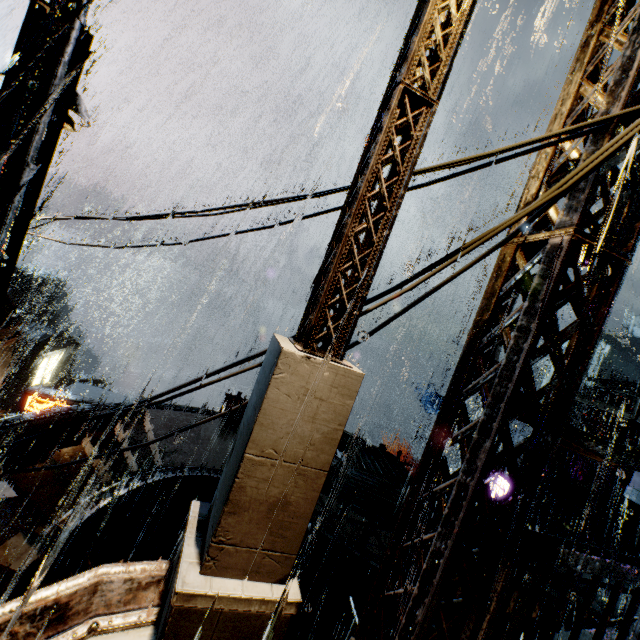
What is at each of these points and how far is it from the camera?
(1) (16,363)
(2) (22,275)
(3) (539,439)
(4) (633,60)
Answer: (1) building, 27.2 meters
(2) rock, 58.7 meters
(3) building, 2.9 meters
(4) building, 2.7 meters

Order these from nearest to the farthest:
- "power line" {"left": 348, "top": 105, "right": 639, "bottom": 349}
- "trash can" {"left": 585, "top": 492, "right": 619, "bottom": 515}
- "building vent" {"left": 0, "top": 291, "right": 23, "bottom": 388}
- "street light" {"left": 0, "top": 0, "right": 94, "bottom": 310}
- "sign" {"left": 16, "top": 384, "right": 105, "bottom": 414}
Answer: "power line" {"left": 348, "top": 105, "right": 639, "bottom": 349} < "street light" {"left": 0, "top": 0, "right": 94, "bottom": 310} < "building vent" {"left": 0, "top": 291, "right": 23, "bottom": 388} < "sign" {"left": 16, "top": 384, "right": 105, "bottom": 414} < "trash can" {"left": 585, "top": 492, "right": 619, "bottom": 515}

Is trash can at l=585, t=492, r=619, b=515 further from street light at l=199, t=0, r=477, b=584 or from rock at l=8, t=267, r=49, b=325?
rock at l=8, t=267, r=49, b=325

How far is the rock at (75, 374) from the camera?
48.5m

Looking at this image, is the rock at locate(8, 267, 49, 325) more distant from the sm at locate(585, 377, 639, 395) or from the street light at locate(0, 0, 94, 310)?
the sm at locate(585, 377, 639, 395)

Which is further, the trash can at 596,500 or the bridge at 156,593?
the trash can at 596,500

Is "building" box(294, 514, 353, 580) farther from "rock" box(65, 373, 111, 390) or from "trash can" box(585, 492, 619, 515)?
"rock" box(65, 373, 111, 390)

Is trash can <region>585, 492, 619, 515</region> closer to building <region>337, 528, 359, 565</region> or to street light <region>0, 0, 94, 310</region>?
building <region>337, 528, 359, 565</region>
